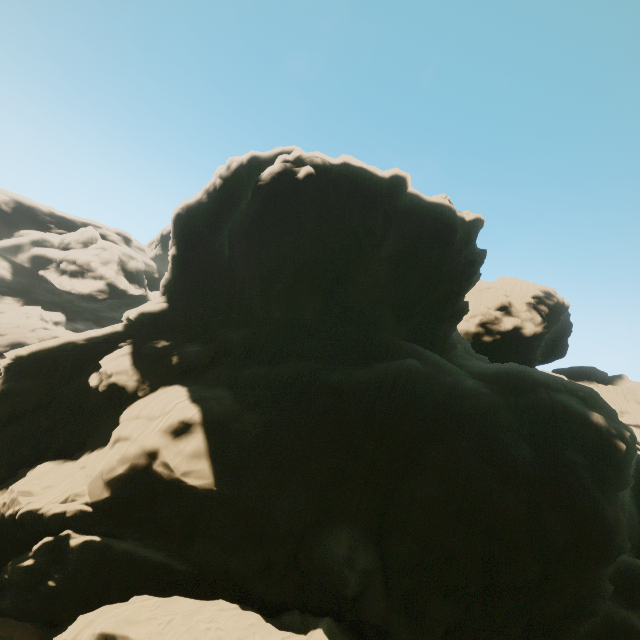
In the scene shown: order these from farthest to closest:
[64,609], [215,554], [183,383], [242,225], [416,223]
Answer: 1. [416,223]
2. [242,225]
3. [183,383]
4. [215,554]
5. [64,609]
